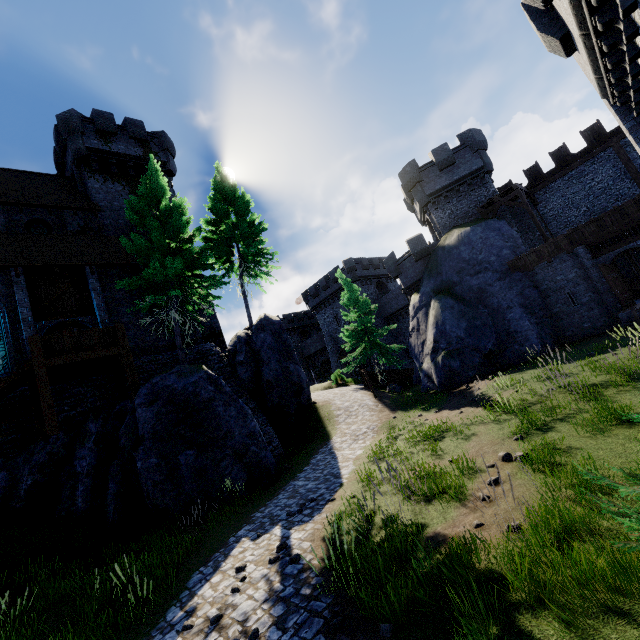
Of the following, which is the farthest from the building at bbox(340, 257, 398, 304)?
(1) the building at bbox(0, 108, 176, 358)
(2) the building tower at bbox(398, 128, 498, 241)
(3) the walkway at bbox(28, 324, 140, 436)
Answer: (3) the walkway at bbox(28, 324, 140, 436)

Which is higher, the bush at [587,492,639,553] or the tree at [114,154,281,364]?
the tree at [114,154,281,364]

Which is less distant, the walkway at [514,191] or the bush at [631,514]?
the bush at [631,514]

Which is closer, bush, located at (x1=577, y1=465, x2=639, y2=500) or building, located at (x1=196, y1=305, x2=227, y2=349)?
bush, located at (x1=577, y1=465, x2=639, y2=500)

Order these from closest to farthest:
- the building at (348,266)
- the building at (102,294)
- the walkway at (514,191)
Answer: the building at (102,294) < the walkway at (514,191) < the building at (348,266)

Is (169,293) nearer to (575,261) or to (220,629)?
(220,629)

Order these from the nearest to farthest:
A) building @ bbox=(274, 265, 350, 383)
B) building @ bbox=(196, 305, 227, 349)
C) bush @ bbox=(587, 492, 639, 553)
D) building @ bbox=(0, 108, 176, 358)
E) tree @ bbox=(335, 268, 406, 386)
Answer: bush @ bbox=(587, 492, 639, 553), building @ bbox=(0, 108, 176, 358), building @ bbox=(196, 305, 227, 349), tree @ bbox=(335, 268, 406, 386), building @ bbox=(274, 265, 350, 383)

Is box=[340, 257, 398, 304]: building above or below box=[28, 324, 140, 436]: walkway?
above
